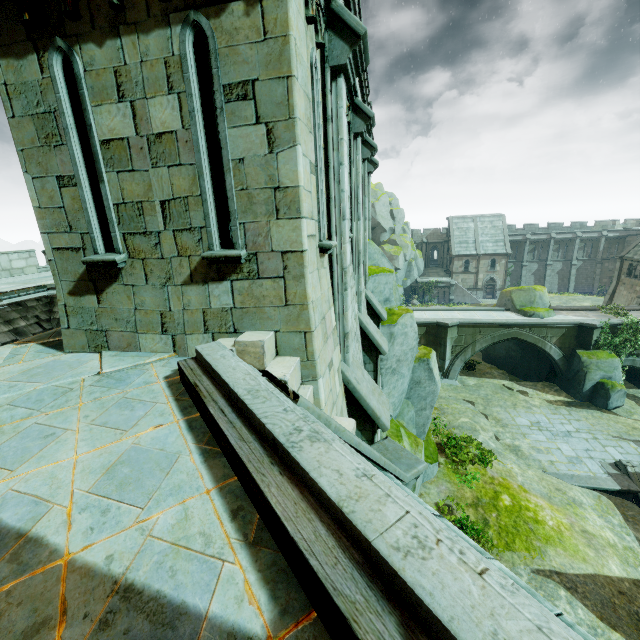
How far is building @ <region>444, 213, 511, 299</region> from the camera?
51.31m

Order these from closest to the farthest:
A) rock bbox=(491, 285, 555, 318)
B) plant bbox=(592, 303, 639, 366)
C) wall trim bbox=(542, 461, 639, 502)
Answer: wall trim bbox=(542, 461, 639, 502) → plant bbox=(592, 303, 639, 366) → rock bbox=(491, 285, 555, 318)

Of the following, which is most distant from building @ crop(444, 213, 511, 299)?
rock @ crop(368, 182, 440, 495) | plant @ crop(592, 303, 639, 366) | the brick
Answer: the brick

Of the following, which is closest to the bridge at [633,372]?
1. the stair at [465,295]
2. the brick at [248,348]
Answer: the brick at [248,348]

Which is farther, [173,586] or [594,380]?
[594,380]

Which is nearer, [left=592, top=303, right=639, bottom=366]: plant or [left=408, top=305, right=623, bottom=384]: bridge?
[left=592, top=303, right=639, bottom=366]: plant

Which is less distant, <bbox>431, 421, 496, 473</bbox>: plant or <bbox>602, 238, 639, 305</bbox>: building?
<bbox>431, 421, 496, 473</bbox>: plant

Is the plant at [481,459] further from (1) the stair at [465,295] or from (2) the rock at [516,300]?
(1) the stair at [465,295]
